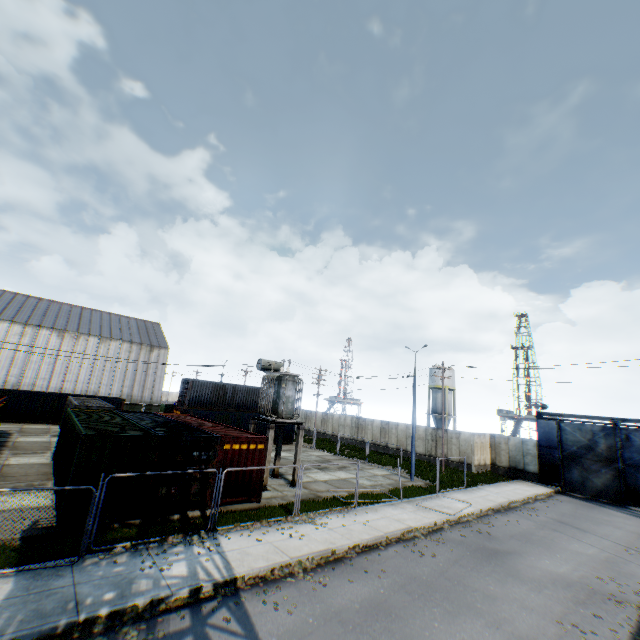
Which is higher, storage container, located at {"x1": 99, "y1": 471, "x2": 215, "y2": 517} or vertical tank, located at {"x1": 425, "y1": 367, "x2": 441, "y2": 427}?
vertical tank, located at {"x1": 425, "y1": 367, "x2": 441, "y2": 427}

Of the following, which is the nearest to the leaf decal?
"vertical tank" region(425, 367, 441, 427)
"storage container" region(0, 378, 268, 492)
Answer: "storage container" region(0, 378, 268, 492)

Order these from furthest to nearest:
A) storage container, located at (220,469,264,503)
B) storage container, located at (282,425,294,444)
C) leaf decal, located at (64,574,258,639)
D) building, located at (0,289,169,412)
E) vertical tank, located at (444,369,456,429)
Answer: vertical tank, located at (444,369,456,429) → building, located at (0,289,169,412) → storage container, located at (282,425,294,444) → storage container, located at (220,469,264,503) → leaf decal, located at (64,574,258,639)

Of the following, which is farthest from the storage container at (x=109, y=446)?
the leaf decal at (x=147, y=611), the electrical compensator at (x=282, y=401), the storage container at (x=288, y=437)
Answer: the leaf decal at (x=147, y=611)

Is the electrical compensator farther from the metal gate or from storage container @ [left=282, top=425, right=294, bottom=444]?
the metal gate

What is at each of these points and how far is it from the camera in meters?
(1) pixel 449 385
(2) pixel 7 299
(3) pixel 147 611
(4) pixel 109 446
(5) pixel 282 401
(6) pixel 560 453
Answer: (1) vertical tank, 52.6 m
(2) building, 48.5 m
(3) leaf decal, 7.5 m
(4) storage container, 12.0 m
(5) electrical compensator, 19.3 m
(6) metal gate, 27.8 m

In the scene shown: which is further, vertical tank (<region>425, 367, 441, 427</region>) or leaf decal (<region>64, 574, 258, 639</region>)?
vertical tank (<region>425, 367, 441, 427</region>)

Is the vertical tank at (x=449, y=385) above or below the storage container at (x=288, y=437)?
above
